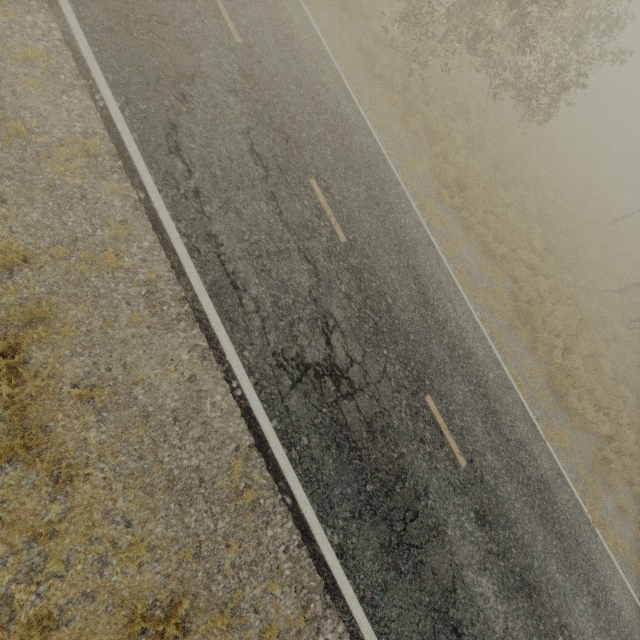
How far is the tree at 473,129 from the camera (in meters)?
13.34

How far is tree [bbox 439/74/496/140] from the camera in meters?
13.3

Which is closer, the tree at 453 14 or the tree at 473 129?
the tree at 453 14

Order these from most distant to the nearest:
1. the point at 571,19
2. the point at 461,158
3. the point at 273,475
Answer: the point at 571,19
the point at 461,158
the point at 273,475

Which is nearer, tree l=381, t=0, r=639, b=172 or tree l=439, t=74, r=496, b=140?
tree l=381, t=0, r=639, b=172
